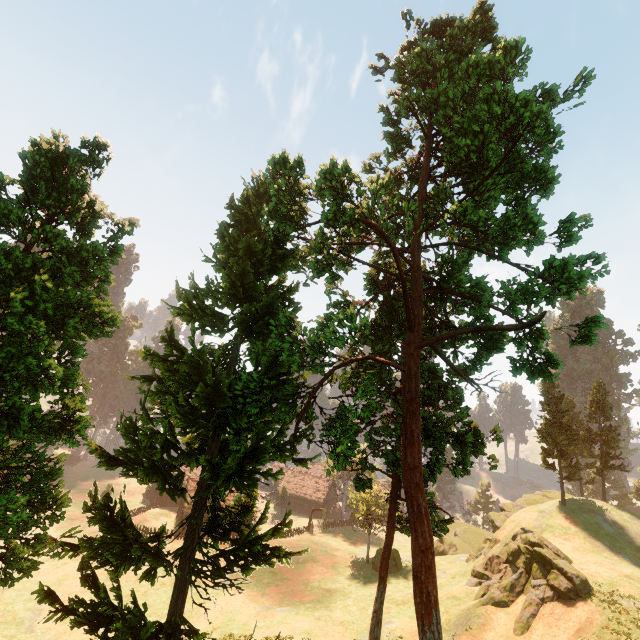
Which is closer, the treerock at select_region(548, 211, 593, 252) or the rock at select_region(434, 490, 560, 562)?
the treerock at select_region(548, 211, 593, 252)

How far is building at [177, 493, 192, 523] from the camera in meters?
54.5 m

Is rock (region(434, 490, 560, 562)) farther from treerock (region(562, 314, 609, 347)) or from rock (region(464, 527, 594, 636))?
rock (region(464, 527, 594, 636))

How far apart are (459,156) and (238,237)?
12.33m

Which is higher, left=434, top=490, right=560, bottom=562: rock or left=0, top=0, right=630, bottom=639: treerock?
left=0, top=0, right=630, bottom=639: treerock

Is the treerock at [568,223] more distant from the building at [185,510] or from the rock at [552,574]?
the rock at [552,574]

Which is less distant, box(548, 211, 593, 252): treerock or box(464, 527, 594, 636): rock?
box(548, 211, 593, 252): treerock
